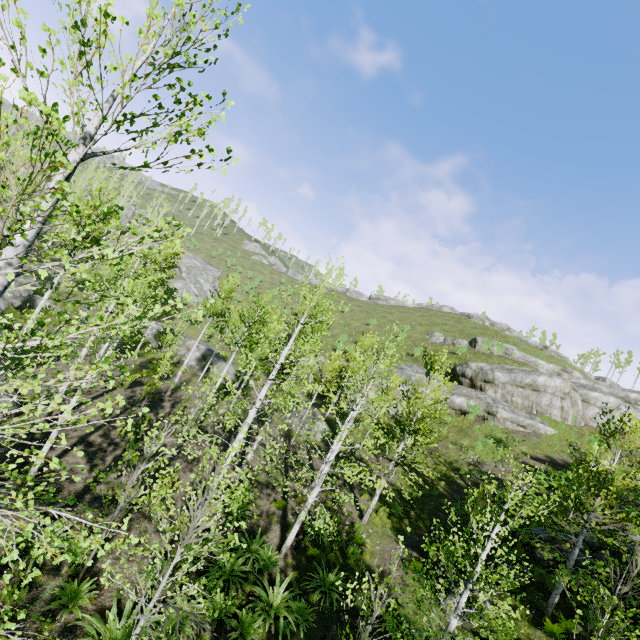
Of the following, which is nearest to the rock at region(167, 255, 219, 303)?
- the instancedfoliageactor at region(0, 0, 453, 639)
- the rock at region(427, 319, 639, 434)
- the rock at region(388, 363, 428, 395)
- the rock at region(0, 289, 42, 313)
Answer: the instancedfoliageactor at region(0, 0, 453, 639)

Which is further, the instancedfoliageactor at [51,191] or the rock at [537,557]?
the rock at [537,557]

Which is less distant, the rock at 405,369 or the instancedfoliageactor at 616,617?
the instancedfoliageactor at 616,617

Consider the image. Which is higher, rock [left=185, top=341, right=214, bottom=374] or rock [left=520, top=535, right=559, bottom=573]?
rock [left=520, top=535, right=559, bottom=573]

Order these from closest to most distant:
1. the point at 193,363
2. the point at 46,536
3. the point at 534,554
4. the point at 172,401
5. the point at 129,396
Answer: the point at 46,536, the point at 534,554, the point at 129,396, the point at 172,401, the point at 193,363

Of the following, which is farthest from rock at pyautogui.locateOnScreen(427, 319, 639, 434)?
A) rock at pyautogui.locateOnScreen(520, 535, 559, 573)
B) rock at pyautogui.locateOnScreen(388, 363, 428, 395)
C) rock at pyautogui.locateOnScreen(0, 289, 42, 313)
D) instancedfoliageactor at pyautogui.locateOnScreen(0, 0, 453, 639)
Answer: rock at pyautogui.locateOnScreen(0, 289, 42, 313)

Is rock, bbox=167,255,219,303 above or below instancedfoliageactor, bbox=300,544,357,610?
above

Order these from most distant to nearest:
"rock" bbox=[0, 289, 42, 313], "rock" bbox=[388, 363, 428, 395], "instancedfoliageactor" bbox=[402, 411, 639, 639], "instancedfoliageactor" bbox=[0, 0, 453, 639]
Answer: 1. "rock" bbox=[388, 363, 428, 395]
2. "rock" bbox=[0, 289, 42, 313]
3. "instancedfoliageactor" bbox=[402, 411, 639, 639]
4. "instancedfoliageactor" bbox=[0, 0, 453, 639]
